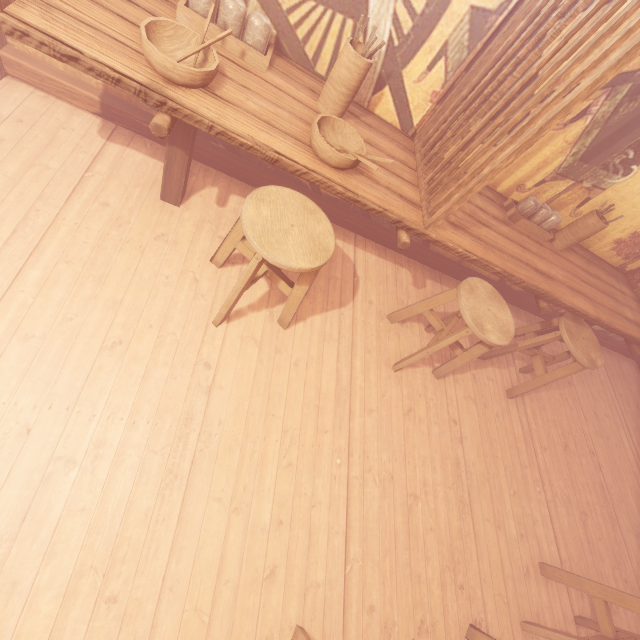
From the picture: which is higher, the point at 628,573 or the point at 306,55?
the point at 306,55

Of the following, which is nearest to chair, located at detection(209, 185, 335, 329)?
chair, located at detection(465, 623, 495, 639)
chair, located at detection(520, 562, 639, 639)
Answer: chair, located at detection(465, 623, 495, 639)

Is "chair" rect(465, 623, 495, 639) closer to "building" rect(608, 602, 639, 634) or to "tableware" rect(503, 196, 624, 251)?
"building" rect(608, 602, 639, 634)

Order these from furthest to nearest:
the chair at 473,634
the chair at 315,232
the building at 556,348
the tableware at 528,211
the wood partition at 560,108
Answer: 1. the building at 556,348
2. the tableware at 528,211
3. the chair at 473,634
4. the chair at 315,232
5. the wood partition at 560,108

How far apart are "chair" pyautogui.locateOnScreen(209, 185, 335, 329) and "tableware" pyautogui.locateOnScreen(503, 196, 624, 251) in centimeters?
276cm

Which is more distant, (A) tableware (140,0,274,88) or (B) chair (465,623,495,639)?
(B) chair (465,623,495,639)

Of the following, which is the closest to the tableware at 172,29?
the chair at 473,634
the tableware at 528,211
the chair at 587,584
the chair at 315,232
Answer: the chair at 315,232

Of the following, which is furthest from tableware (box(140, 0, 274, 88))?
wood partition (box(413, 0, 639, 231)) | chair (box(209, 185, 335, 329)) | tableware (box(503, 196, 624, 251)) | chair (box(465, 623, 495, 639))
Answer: chair (box(465, 623, 495, 639))
